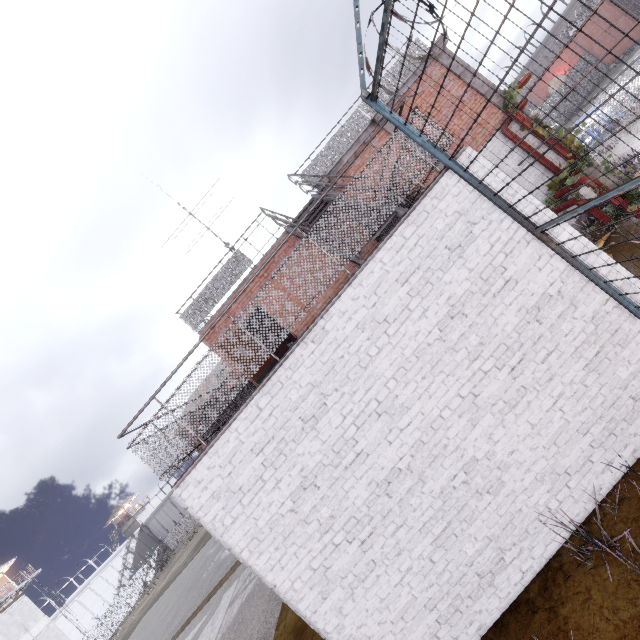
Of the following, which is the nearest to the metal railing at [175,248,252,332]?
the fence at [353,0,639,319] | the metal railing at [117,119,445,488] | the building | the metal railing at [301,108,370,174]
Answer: the metal railing at [301,108,370,174]

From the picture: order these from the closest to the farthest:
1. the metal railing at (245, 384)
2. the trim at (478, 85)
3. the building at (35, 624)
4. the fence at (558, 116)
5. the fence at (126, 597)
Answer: the fence at (558, 116)
the metal railing at (245, 384)
the trim at (478, 85)
the building at (35, 624)
the fence at (126, 597)

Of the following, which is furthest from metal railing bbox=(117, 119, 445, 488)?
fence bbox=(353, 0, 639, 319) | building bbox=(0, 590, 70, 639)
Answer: building bbox=(0, 590, 70, 639)

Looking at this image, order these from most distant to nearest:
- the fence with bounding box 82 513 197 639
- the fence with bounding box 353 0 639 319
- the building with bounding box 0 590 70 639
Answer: the fence with bounding box 82 513 197 639 < the building with bounding box 0 590 70 639 < the fence with bounding box 353 0 639 319

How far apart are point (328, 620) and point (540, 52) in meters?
71.3

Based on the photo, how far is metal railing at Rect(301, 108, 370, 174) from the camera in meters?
10.4

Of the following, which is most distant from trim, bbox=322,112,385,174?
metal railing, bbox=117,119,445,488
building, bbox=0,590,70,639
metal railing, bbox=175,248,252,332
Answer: building, bbox=0,590,70,639

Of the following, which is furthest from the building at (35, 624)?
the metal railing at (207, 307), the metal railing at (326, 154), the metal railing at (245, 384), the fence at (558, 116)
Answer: the metal railing at (326, 154)
